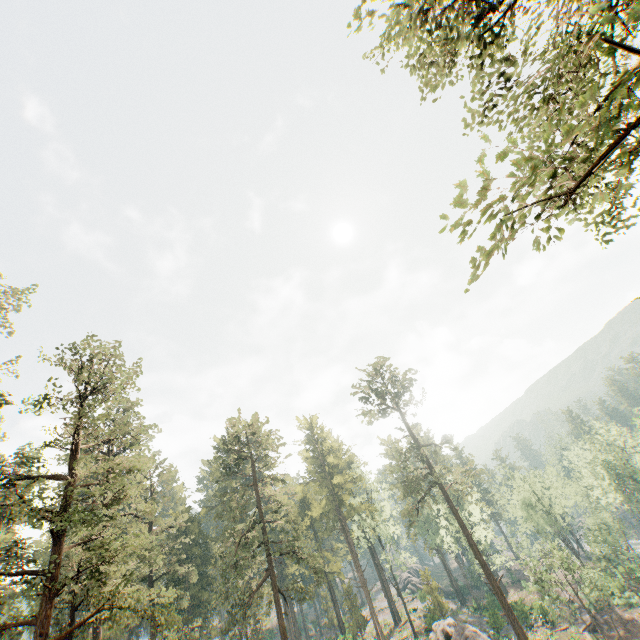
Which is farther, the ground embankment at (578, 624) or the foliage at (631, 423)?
the ground embankment at (578, 624)

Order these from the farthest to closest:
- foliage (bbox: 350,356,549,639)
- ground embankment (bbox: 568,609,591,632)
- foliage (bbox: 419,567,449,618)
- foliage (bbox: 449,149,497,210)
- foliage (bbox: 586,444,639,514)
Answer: foliage (bbox: 586,444,639,514) → foliage (bbox: 419,567,449,618) → ground embankment (bbox: 568,609,591,632) → foliage (bbox: 350,356,549,639) → foliage (bbox: 449,149,497,210)

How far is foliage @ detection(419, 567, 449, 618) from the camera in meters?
42.1

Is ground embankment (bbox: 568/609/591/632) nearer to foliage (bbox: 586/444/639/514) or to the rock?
foliage (bbox: 586/444/639/514)

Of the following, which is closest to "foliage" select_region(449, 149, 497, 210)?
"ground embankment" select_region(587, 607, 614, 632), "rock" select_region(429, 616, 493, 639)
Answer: "rock" select_region(429, 616, 493, 639)

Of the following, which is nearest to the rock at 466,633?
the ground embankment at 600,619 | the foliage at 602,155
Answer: the foliage at 602,155

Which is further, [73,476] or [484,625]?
[484,625]
